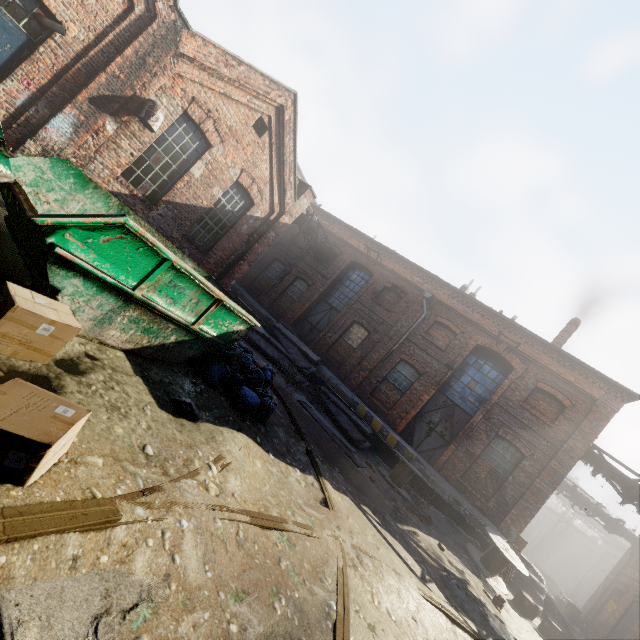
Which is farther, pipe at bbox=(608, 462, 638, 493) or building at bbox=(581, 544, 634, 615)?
building at bbox=(581, 544, 634, 615)

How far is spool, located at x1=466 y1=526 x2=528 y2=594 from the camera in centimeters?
993cm

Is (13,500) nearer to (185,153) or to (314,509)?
(314,509)

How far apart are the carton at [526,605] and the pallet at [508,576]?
0.6 meters

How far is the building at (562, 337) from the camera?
16.8 meters

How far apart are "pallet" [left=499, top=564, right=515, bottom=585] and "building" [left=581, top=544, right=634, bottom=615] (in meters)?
14.39

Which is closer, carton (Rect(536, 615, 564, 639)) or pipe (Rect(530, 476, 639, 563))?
carton (Rect(536, 615, 564, 639))

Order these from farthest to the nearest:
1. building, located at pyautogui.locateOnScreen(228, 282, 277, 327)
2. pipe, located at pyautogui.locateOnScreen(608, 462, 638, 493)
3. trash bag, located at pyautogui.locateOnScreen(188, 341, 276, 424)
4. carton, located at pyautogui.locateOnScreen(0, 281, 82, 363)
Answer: building, located at pyautogui.locateOnScreen(228, 282, 277, 327) < pipe, located at pyautogui.locateOnScreen(608, 462, 638, 493) < trash bag, located at pyautogui.locateOnScreen(188, 341, 276, 424) < carton, located at pyautogui.locateOnScreen(0, 281, 82, 363)
